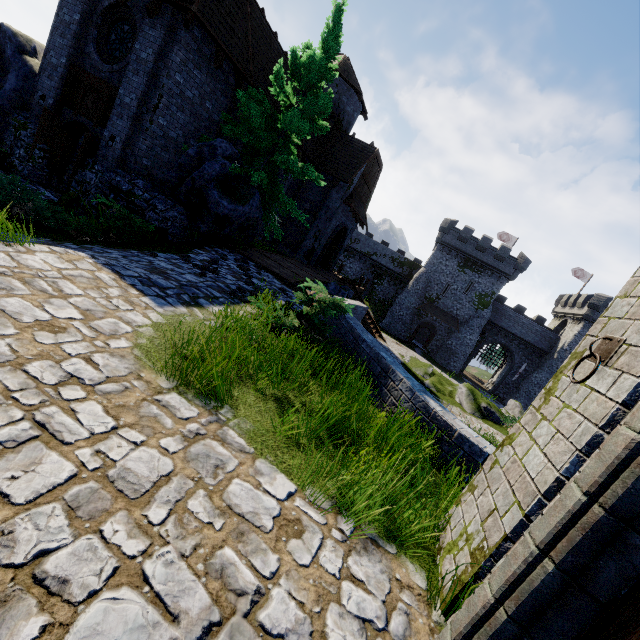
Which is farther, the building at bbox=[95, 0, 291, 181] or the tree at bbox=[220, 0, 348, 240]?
the tree at bbox=[220, 0, 348, 240]

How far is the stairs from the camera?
22.5m

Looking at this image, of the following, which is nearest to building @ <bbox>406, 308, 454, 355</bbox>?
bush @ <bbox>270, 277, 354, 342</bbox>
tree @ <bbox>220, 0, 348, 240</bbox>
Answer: tree @ <bbox>220, 0, 348, 240</bbox>

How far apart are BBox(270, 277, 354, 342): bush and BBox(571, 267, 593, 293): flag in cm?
5324

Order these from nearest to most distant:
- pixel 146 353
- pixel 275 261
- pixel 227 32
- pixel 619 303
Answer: pixel 619 303 < pixel 146 353 < pixel 227 32 < pixel 275 261

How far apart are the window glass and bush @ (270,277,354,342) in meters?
11.3 m

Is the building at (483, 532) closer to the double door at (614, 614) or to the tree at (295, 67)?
the double door at (614, 614)

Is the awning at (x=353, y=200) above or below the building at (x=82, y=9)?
above
